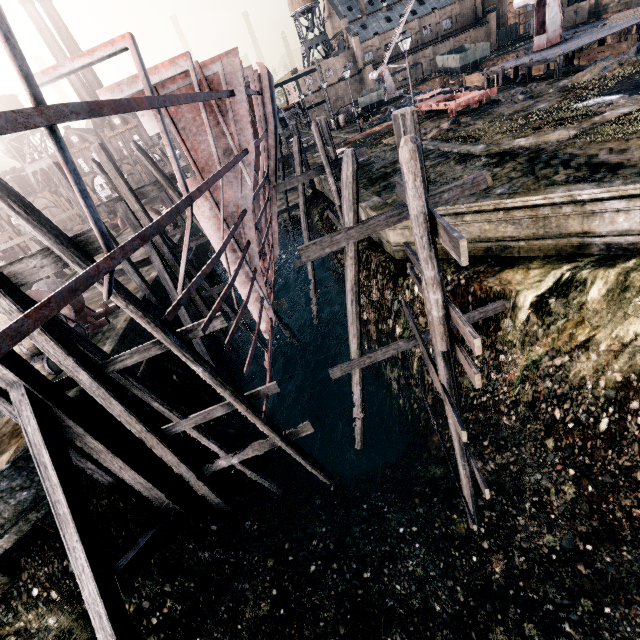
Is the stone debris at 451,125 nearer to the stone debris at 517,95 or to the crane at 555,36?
the stone debris at 517,95

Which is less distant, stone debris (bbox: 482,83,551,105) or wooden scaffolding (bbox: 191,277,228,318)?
wooden scaffolding (bbox: 191,277,228,318)

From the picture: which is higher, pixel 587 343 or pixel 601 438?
pixel 587 343

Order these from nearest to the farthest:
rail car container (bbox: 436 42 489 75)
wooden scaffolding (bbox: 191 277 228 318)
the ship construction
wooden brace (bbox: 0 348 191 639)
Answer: the ship construction
wooden brace (bbox: 0 348 191 639)
wooden scaffolding (bbox: 191 277 228 318)
rail car container (bbox: 436 42 489 75)

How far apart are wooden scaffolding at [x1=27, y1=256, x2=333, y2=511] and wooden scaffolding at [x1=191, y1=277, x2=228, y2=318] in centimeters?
830cm

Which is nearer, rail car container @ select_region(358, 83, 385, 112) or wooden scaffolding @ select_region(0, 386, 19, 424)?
wooden scaffolding @ select_region(0, 386, 19, 424)

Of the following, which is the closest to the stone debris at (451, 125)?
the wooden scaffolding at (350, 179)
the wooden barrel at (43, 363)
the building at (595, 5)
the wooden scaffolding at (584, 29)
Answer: the wooden scaffolding at (584, 29)

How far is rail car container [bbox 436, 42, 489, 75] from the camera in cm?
5097
